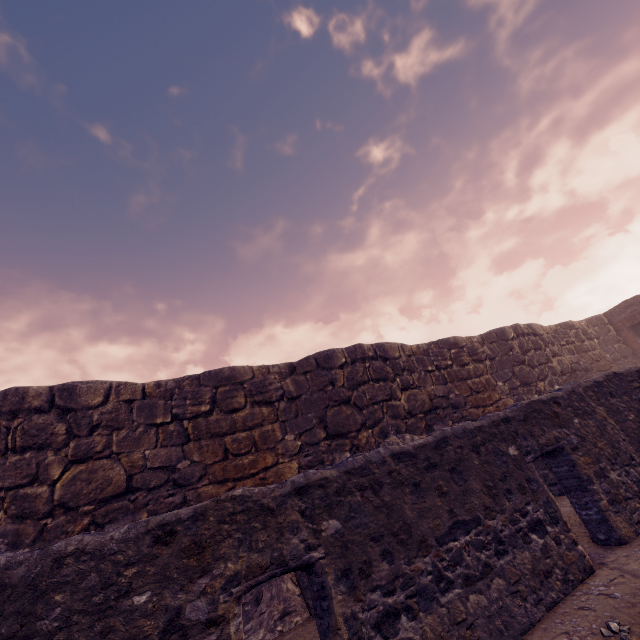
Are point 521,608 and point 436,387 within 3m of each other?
no
